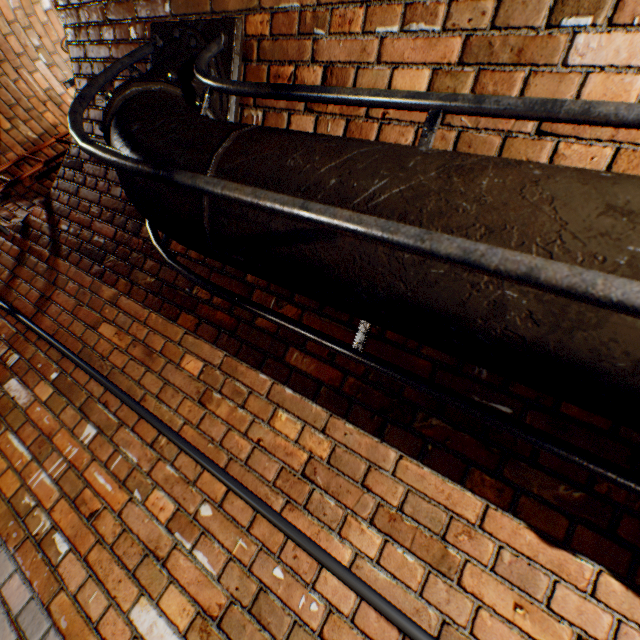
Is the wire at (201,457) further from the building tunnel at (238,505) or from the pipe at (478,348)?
the pipe at (478,348)

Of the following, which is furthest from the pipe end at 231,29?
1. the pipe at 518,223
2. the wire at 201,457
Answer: the wire at 201,457

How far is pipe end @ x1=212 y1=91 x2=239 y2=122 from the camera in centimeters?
159cm

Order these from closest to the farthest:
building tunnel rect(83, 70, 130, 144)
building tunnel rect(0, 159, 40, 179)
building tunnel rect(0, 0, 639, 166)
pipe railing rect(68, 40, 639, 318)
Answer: pipe railing rect(68, 40, 639, 318) < building tunnel rect(0, 0, 639, 166) < building tunnel rect(83, 70, 130, 144) < building tunnel rect(0, 159, 40, 179)

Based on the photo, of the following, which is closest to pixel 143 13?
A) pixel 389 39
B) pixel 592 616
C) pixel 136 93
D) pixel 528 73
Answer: pixel 136 93

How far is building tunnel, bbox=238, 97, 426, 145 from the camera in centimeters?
126cm
